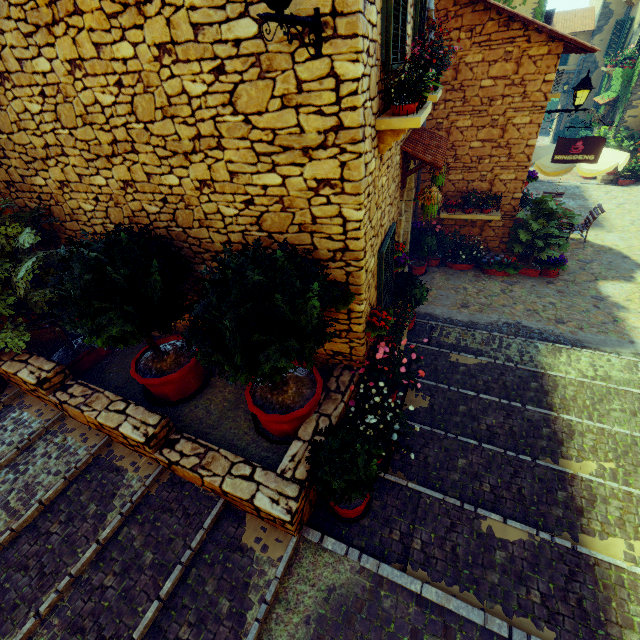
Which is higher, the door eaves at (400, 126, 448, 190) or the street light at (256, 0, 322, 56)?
the street light at (256, 0, 322, 56)

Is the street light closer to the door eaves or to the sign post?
the door eaves

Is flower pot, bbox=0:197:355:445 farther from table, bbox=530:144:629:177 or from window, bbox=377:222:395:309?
table, bbox=530:144:629:177

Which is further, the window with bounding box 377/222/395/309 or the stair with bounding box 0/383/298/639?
the window with bounding box 377/222/395/309

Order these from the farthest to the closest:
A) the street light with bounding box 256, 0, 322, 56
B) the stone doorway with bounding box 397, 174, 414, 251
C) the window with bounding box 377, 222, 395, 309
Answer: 1. the stone doorway with bounding box 397, 174, 414, 251
2. the window with bounding box 377, 222, 395, 309
3. the street light with bounding box 256, 0, 322, 56

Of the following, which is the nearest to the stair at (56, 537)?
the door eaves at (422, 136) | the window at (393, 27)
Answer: the door eaves at (422, 136)

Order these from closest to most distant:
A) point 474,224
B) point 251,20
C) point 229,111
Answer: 1. point 251,20
2. point 229,111
3. point 474,224

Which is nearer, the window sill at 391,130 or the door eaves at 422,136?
the window sill at 391,130
